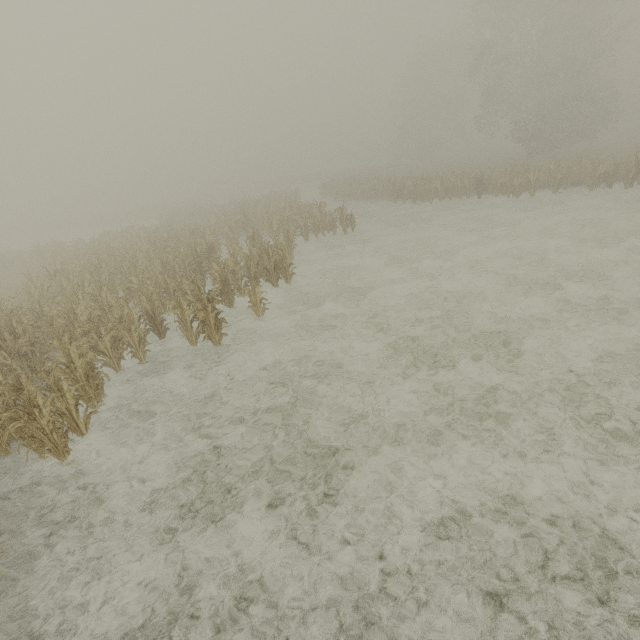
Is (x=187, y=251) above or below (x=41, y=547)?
above
